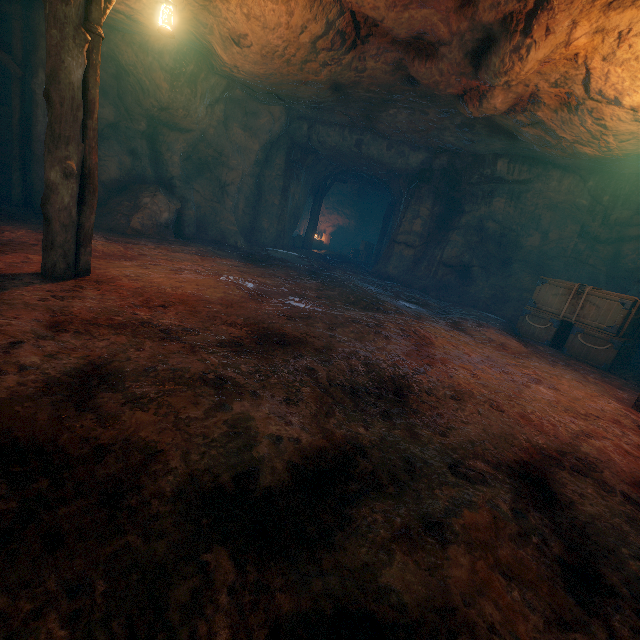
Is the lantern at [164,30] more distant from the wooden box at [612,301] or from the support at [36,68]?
the wooden box at [612,301]

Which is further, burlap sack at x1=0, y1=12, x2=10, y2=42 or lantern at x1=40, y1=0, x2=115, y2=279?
burlap sack at x1=0, y1=12, x2=10, y2=42

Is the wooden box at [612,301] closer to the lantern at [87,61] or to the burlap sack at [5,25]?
the burlap sack at [5,25]

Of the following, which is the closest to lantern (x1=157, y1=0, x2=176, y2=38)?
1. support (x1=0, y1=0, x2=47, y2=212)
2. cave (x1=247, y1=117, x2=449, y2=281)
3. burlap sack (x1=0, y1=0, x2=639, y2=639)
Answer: burlap sack (x1=0, y1=0, x2=639, y2=639)

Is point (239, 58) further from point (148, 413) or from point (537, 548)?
point (537, 548)

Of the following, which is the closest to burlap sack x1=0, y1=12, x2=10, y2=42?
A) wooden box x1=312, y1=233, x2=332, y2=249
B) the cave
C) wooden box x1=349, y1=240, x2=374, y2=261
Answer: the cave

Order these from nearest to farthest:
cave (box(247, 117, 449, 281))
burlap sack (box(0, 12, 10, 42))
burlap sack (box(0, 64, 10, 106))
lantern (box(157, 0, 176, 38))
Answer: lantern (box(157, 0, 176, 38)) < burlap sack (box(0, 12, 10, 42)) < burlap sack (box(0, 64, 10, 106)) < cave (box(247, 117, 449, 281))

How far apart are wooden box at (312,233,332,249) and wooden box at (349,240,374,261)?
1.6m
